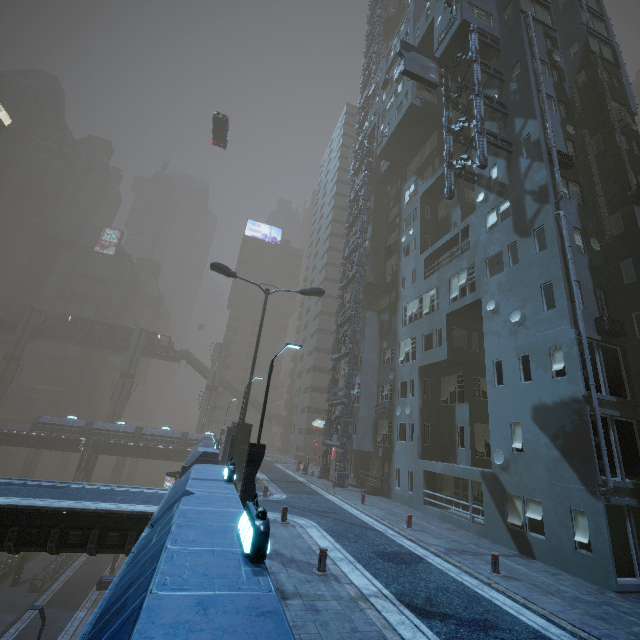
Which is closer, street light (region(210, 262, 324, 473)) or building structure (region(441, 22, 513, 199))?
building structure (region(441, 22, 513, 199))

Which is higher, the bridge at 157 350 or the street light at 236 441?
the bridge at 157 350

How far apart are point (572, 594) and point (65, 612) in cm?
3612

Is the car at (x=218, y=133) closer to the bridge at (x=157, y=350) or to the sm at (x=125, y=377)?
the bridge at (x=157, y=350)

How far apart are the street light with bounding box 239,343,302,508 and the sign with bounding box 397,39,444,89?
24.42m

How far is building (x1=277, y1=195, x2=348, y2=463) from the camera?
46.7m

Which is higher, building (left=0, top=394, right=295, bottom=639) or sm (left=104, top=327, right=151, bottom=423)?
sm (left=104, top=327, right=151, bottom=423)

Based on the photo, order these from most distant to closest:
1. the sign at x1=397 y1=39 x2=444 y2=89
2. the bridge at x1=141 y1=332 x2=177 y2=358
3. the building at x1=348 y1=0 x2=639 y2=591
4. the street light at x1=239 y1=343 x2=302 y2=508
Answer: the bridge at x1=141 y1=332 x2=177 y2=358
the sign at x1=397 y1=39 x2=444 y2=89
the building at x1=348 y1=0 x2=639 y2=591
the street light at x1=239 y1=343 x2=302 y2=508
